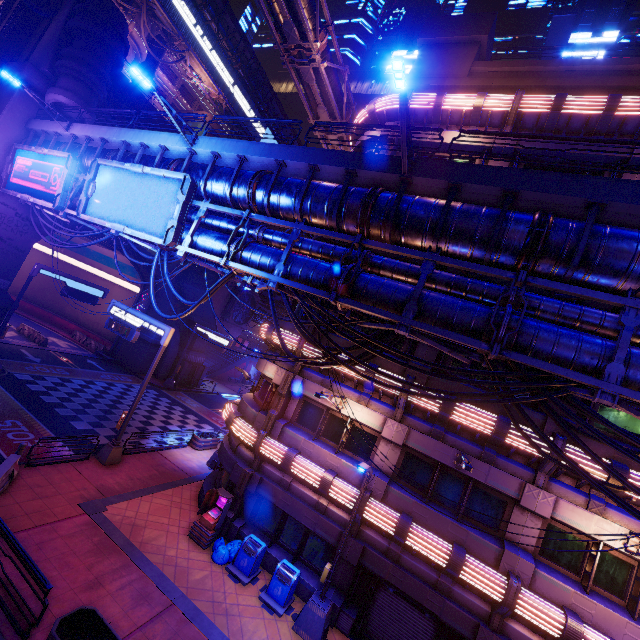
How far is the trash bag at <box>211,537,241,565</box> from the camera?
12.41m

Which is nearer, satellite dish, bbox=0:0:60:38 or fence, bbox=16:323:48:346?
satellite dish, bbox=0:0:60:38

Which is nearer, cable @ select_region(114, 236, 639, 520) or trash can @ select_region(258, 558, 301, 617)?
cable @ select_region(114, 236, 639, 520)

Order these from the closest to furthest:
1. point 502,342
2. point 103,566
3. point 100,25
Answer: point 502,342 < point 103,566 < point 100,25

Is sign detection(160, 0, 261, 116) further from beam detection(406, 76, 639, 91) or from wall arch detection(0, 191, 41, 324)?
beam detection(406, 76, 639, 91)

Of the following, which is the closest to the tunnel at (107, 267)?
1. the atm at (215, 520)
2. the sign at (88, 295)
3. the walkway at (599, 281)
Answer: the sign at (88, 295)

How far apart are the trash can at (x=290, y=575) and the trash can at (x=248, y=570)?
0.3 meters

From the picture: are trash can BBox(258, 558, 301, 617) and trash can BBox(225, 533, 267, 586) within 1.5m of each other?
yes
